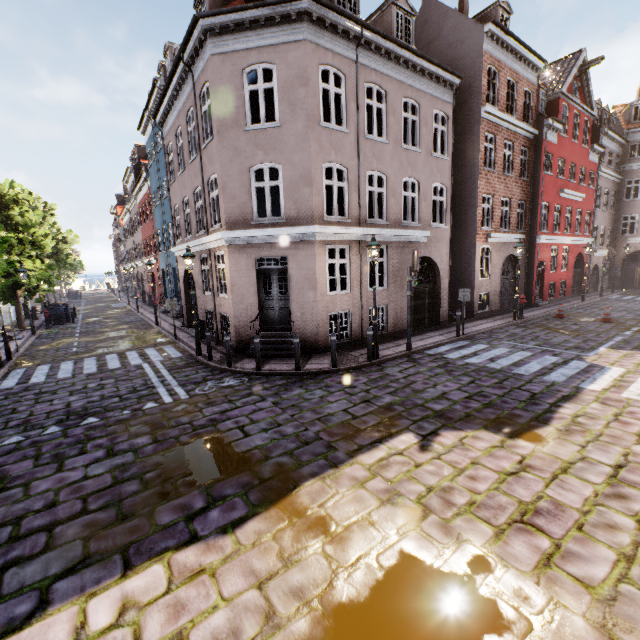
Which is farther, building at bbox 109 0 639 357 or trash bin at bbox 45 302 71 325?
trash bin at bbox 45 302 71 325

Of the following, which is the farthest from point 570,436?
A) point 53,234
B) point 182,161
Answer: point 53,234

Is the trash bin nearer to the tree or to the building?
the tree

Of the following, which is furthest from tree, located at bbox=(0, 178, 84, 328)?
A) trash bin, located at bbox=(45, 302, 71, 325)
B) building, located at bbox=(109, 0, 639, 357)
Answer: building, located at bbox=(109, 0, 639, 357)

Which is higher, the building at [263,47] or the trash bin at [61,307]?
the building at [263,47]

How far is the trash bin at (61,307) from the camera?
21.7 meters

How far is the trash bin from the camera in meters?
21.7

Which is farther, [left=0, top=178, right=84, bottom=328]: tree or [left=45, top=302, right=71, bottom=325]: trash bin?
[left=45, top=302, right=71, bottom=325]: trash bin
